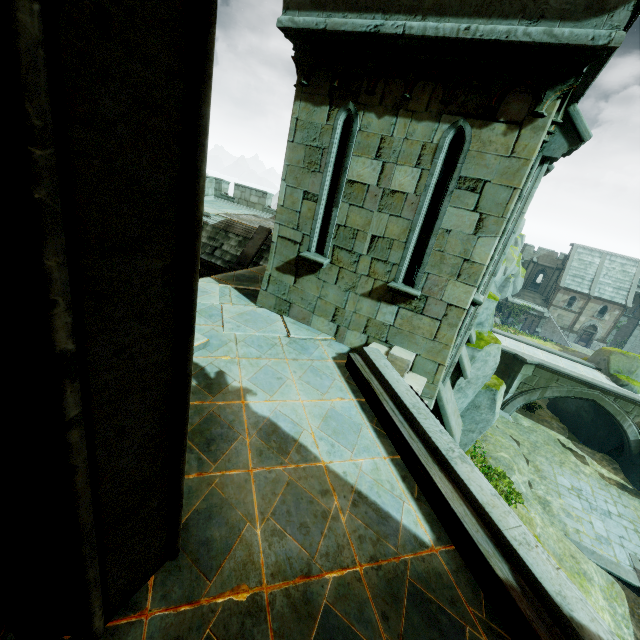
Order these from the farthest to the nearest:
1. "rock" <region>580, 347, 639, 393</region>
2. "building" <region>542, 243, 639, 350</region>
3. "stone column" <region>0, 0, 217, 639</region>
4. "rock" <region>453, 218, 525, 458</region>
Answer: "building" <region>542, 243, 639, 350</region>, "rock" <region>580, 347, 639, 393</region>, "rock" <region>453, 218, 525, 458</region>, "stone column" <region>0, 0, 217, 639</region>

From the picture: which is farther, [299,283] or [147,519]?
[299,283]

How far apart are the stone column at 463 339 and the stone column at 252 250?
9.07m

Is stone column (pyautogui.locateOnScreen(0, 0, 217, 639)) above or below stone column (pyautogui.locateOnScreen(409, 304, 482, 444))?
above

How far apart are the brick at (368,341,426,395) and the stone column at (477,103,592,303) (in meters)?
1.50

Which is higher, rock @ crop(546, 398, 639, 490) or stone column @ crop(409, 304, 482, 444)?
stone column @ crop(409, 304, 482, 444)

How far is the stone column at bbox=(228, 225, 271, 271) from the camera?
13.6m
